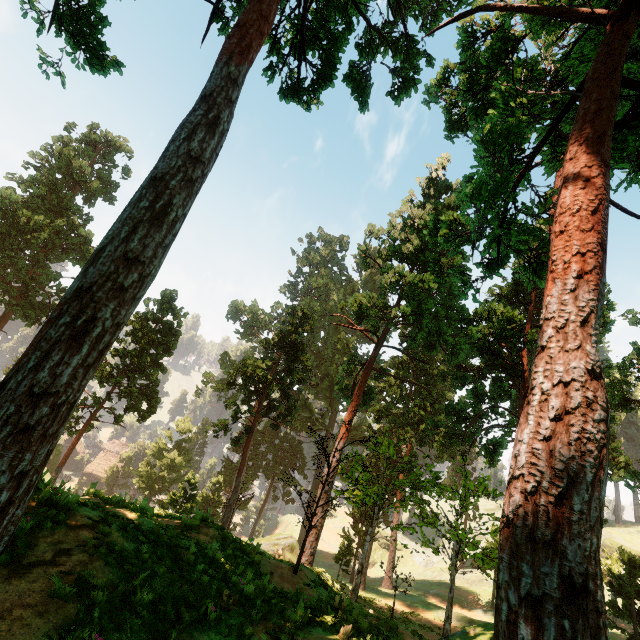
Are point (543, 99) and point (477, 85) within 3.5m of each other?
yes

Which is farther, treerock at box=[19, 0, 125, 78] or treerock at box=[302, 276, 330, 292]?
treerock at box=[302, 276, 330, 292]

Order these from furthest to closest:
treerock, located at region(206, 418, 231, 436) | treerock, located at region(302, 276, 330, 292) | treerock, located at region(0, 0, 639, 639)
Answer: treerock, located at region(302, 276, 330, 292) → treerock, located at region(206, 418, 231, 436) → treerock, located at region(0, 0, 639, 639)

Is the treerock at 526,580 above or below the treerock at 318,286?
below

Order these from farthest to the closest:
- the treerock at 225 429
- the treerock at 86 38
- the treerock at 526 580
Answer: the treerock at 225 429, the treerock at 86 38, the treerock at 526 580

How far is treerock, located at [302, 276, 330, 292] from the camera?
56.3 meters
